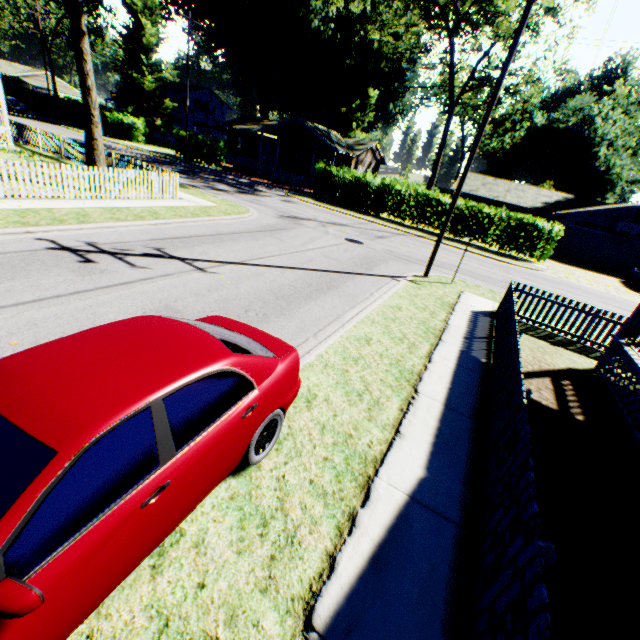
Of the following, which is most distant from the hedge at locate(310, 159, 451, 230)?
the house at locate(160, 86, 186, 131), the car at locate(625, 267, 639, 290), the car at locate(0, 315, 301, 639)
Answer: the house at locate(160, 86, 186, 131)

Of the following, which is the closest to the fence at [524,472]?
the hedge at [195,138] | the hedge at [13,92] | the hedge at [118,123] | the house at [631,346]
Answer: the house at [631,346]

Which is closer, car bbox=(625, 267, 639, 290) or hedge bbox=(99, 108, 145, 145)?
car bbox=(625, 267, 639, 290)

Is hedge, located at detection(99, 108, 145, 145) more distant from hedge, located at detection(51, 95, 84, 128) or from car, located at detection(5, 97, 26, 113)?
car, located at detection(5, 97, 26, 113)

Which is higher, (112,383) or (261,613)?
(112,383)

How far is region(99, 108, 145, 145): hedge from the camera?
38.5 meters

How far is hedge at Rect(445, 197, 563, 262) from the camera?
22.8 meters

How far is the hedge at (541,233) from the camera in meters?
22.8 m
